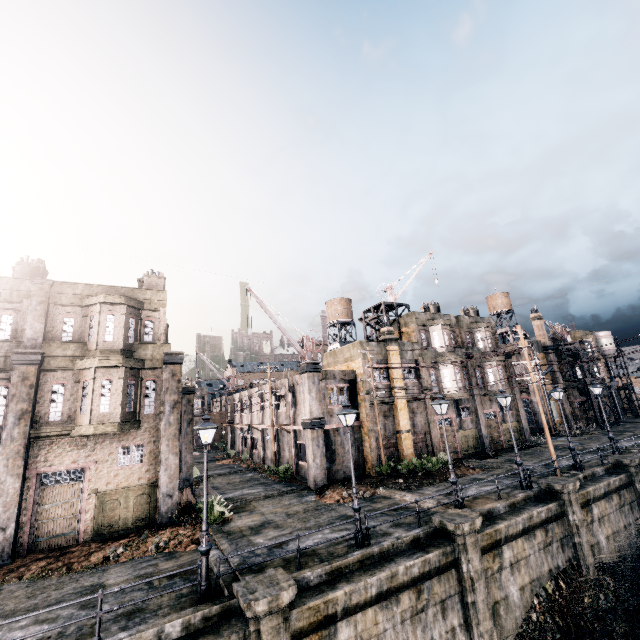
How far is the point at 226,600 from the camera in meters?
10.2

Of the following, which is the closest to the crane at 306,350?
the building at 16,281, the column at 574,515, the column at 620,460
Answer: the building at 16,281

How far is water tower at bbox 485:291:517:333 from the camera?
50.3 meters

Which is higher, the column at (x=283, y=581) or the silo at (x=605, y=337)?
the silo at (x=605, y=337)

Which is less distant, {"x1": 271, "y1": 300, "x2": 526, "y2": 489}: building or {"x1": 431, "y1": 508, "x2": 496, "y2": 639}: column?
{"x1": 431, "y1": 508, "x2": 496, "y2": 639}: column

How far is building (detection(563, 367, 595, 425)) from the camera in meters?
45.1

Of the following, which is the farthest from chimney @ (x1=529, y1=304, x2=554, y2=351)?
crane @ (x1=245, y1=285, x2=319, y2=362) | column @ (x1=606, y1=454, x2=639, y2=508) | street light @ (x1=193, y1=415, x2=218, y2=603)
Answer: street light @ (x1=193, y1=415, x2=218, y2=603)

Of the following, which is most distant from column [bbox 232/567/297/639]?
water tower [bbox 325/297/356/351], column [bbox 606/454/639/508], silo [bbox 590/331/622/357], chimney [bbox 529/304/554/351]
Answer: silo [bbox 590/331/622/357]
